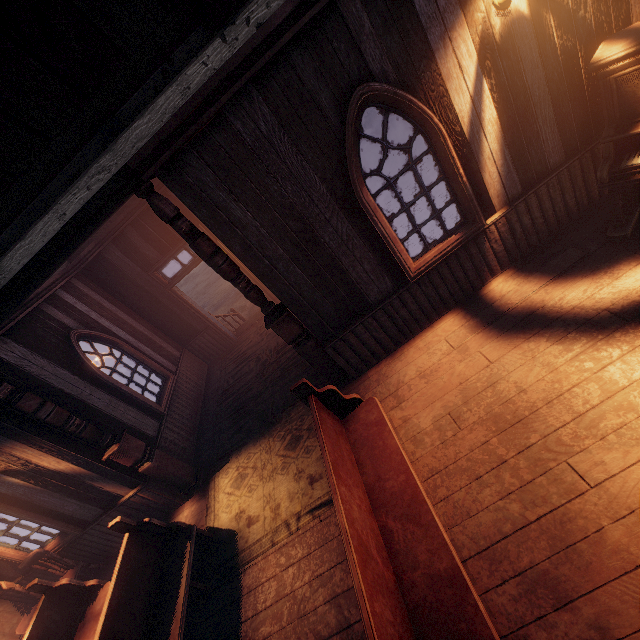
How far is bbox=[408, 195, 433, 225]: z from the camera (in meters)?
8.75

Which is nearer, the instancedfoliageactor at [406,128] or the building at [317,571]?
the building at [317,571]

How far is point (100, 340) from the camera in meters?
6.5

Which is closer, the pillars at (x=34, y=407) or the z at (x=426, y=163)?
the pillars at (x=34, y=407)

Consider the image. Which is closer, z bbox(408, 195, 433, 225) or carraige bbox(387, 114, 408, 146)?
z bbox(408, 195, 433, 225)

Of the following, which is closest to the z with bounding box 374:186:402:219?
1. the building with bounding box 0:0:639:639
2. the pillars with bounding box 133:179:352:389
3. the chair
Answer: the building with bounding box 0:0:639:639

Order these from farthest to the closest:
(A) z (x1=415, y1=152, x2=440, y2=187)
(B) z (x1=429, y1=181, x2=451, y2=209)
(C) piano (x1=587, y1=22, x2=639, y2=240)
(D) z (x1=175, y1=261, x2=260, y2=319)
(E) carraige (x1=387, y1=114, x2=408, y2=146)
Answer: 1. (D) z (x1=175, y1=261, x2=260, y2=319)
2. (E) carraige (x1=387, y1=114, x2=408, y2=146)
3. (A) z (x1=415, y1=152, x2=440, y2=187)
4. (B) z (x1=429, y1=181, x2=451, y2=209)
5. (C) piano (x1=587, y1=22, x2=639, y2=240)

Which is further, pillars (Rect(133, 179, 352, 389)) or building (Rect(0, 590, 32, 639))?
building (Rect(0, 590, 32, 639))
